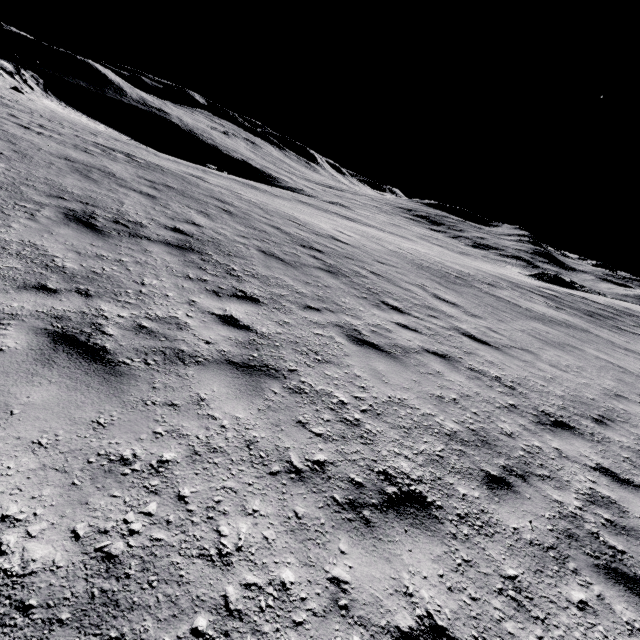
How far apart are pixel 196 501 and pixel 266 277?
5.3 meters
